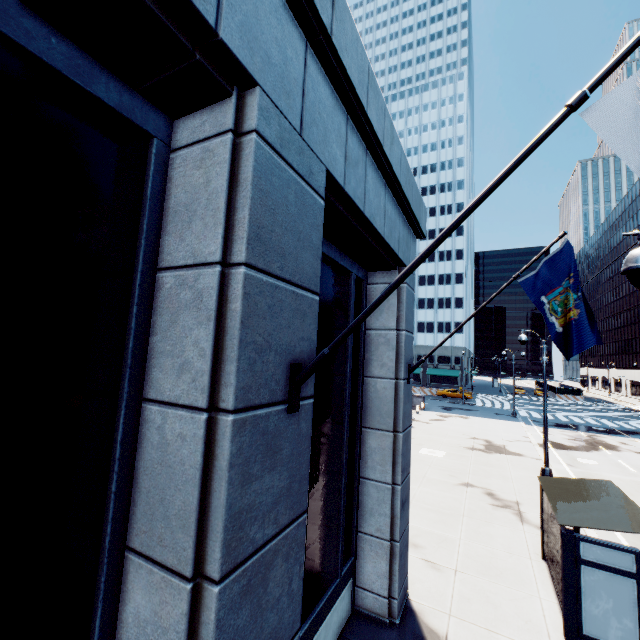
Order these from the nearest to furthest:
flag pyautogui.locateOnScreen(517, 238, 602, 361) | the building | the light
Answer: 1. the building
2. the light
3. flag pyautogui.locateOnScreen(517, 238, 602, 361)

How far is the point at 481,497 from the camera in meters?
13.4 m

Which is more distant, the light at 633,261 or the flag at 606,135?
the light at 633,261

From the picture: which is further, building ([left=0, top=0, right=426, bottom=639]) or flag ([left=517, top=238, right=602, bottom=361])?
flag ([left=517, top=238, right=602, bottom=361])

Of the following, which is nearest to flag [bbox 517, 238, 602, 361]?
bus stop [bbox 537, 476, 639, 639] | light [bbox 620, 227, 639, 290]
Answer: light [bbox 620, 227, 639, 290]

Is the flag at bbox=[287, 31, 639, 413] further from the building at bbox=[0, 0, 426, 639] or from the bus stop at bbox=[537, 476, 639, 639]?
the bus stop at bbox=[537, 476, 639, 639]

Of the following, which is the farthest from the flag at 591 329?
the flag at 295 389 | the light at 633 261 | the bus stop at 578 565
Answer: the flag at 295 389

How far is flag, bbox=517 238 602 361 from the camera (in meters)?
6.28
